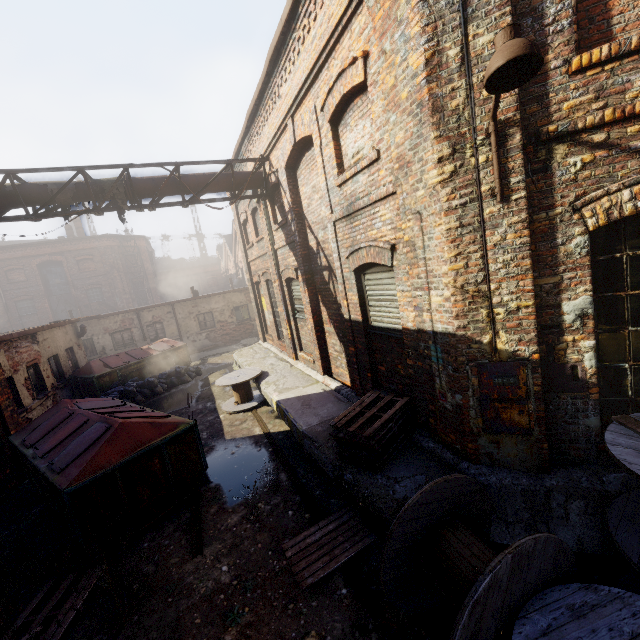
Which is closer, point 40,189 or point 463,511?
point 463,511

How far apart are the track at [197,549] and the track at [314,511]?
1.70m

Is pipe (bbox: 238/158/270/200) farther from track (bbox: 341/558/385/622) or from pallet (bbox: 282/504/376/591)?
track (bbox: 341/558/385/622)

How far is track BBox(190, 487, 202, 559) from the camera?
4.95m

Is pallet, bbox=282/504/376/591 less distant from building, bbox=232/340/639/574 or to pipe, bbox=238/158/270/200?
building, bbox=232/340/639/574

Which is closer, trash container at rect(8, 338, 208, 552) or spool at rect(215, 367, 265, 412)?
trash container at rect(8, 338, 208, 552)

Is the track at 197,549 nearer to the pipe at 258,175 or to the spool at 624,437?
the spool at 624,437

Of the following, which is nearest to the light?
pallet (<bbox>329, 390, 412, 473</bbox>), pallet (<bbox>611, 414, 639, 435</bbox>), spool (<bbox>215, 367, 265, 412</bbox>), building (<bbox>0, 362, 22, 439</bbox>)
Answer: pallet (<bbox>611, 414, 639, 435</bbox>)
